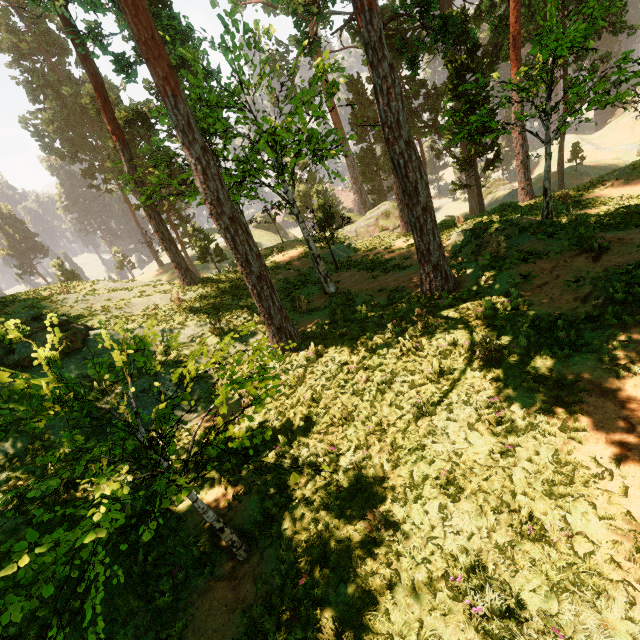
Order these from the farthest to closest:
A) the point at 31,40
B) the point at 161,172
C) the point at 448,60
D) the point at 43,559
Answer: the point at 31,40 → the point at 448,60 → the point at 161,172 → the point at 43,559

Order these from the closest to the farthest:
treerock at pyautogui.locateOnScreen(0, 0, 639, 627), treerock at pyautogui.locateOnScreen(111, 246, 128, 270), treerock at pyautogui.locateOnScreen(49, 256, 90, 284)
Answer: treerock at pyautogui.locateOnScreen(0, 0, 639, 627) < treerock at pyautogui.locateOnScreen(49, 256, 90, 284) < treerock at pyautogui.locateOnScreen(111, 246, 128, 270)

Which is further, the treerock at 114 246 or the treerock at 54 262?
the treerock at 114 246

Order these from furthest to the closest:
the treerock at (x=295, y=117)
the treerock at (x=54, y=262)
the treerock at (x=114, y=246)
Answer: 1. the treerock at (x=114, y=246)
2. the treerock at (x=54, y=262)
3. the treerock at (x=295, y=117)

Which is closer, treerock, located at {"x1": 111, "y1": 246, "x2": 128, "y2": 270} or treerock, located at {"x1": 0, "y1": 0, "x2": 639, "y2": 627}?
treerock, located at {"x1": 0, "y1": 0, "x2": 639, "y2": 627}

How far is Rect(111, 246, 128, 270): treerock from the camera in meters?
58.3 m
